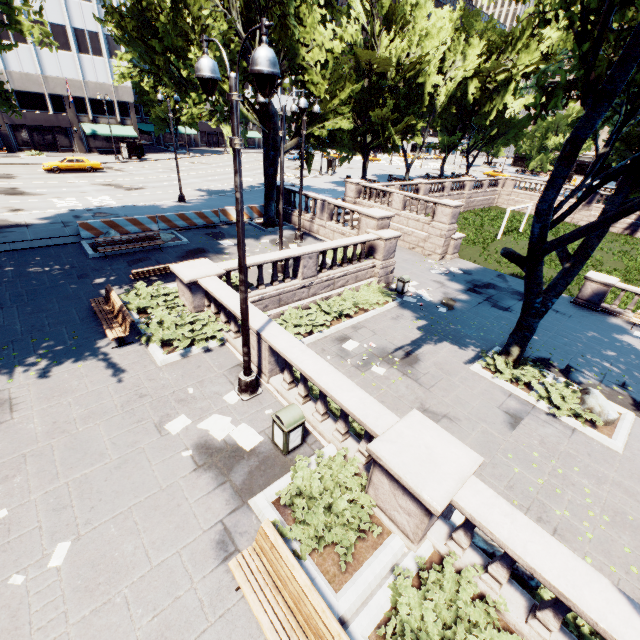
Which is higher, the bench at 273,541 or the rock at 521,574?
the bench at 273,541

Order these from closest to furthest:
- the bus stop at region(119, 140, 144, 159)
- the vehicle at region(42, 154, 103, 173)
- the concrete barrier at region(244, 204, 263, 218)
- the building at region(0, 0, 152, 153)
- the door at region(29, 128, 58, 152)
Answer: the concrete barrier at region(244, 204, 263, 218) → the vehicle at region(42, 154, 103, 173) → the building at region(0, 0, 152, 153) → the door at region(29, 128, 58, 152) → the bus stop at region(119, 140, 144, 159)

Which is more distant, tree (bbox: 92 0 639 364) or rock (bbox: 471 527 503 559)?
tree (bbox: 92 0 639 364)

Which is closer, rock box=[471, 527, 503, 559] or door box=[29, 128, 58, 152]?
rock box=[471, 527, 503, 559]

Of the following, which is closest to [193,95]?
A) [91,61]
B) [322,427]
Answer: [322,427]

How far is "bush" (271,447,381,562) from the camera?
5.5 meters

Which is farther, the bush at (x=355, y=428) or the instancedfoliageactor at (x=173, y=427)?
the bush at (x=355, y=428)

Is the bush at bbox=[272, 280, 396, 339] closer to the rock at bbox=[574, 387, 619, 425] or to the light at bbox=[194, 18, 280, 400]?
the light at bbox=[194, 18, 280, 400]
